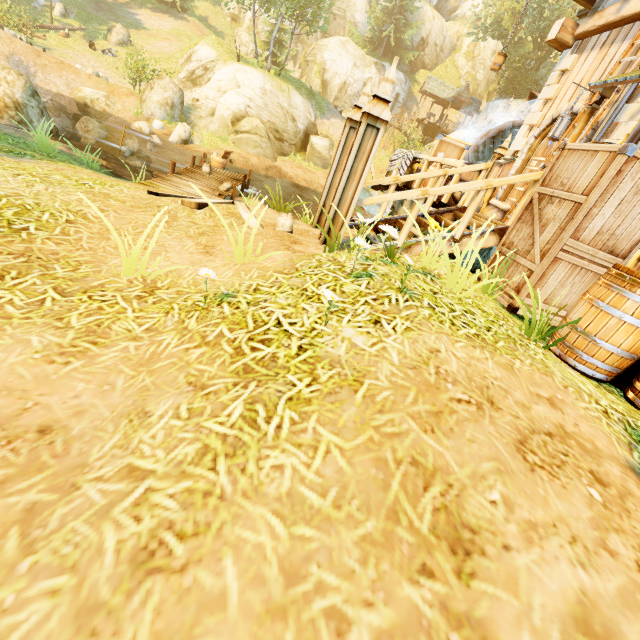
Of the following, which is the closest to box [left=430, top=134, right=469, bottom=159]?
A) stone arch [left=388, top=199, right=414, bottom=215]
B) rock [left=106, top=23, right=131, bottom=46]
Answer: stone arch [left=388, top=199, right=414, bottom=215]

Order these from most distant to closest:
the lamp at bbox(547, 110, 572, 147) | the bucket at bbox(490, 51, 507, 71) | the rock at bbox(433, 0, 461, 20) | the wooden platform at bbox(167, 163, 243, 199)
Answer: the rock at bbox(433, 0, 461, 20)
the bucket at bbox(490, 51, 507, 71)
the wooden platform at bbox(167, 163, 243, 199)
the lamp at bbox(547, 110, 572, 147)

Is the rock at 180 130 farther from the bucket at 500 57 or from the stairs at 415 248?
the stairs at 415 248

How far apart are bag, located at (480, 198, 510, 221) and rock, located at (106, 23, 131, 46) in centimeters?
3472cm

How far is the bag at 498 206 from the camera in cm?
669

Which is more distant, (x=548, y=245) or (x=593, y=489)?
(x=548, y=245)

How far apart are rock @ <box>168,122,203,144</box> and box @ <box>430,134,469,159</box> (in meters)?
15.34

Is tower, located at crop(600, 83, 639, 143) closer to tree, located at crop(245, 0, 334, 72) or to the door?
the door
